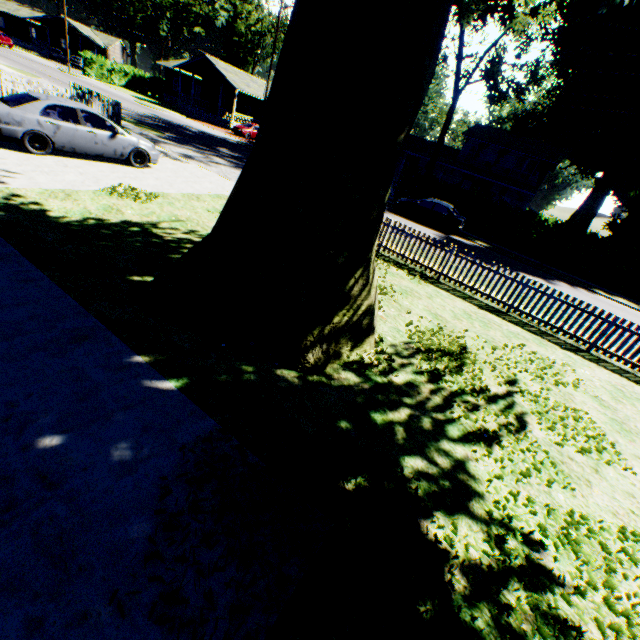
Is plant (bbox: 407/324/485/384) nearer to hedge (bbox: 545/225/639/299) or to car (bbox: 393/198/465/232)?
hedge (bbox: 545/225/639/299)

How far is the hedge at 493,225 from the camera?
22.80m

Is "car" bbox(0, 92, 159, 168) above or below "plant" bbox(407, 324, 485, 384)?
above

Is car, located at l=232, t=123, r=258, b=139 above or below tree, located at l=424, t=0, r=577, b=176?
below

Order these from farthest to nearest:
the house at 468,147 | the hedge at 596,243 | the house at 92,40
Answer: the house at 92,40
the house at 468,147
the hedge at 596,243

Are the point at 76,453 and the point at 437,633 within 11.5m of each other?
yes

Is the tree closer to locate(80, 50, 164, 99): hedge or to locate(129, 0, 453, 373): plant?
locate(129, 0, 453, 373): plant

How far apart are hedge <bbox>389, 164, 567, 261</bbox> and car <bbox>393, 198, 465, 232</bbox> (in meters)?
2.77
